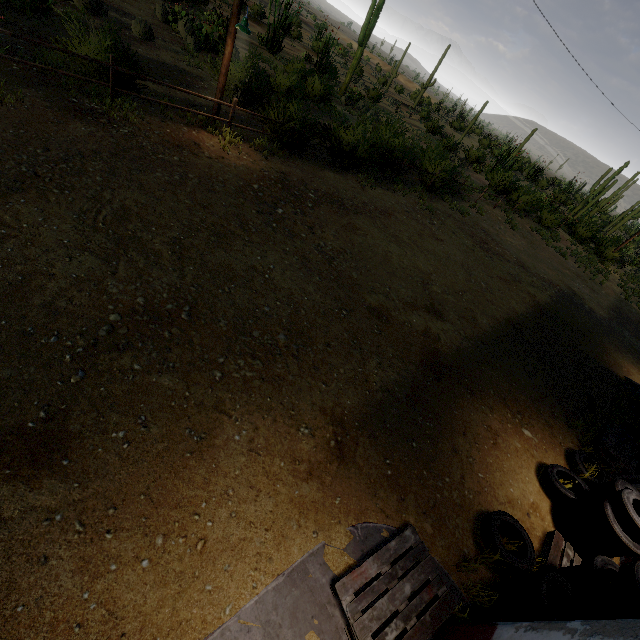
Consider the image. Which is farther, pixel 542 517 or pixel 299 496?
pixel 542 517

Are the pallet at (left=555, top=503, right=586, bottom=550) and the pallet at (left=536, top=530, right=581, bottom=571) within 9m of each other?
yes

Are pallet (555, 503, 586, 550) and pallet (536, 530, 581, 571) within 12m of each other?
yes

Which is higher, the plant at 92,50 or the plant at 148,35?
the plant at 92,50

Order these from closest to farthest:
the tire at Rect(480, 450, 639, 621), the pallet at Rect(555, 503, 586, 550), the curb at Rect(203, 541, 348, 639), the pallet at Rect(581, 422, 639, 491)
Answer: the curb at Rect(203, 541, 348, 639), the tire at Rect(480, 450, 639, 621), the pallet at Rect(555, 503, 586, 550), the pallet at Rect(581, 422, 639, 491)

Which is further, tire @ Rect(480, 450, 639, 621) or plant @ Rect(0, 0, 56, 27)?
plant @ Rect(0, 0, 56, 27)

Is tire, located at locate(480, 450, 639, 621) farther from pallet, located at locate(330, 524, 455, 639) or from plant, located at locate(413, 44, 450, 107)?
plant, located at locate(413, 44, 450, 107)

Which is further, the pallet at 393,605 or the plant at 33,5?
the plant at 33,5
